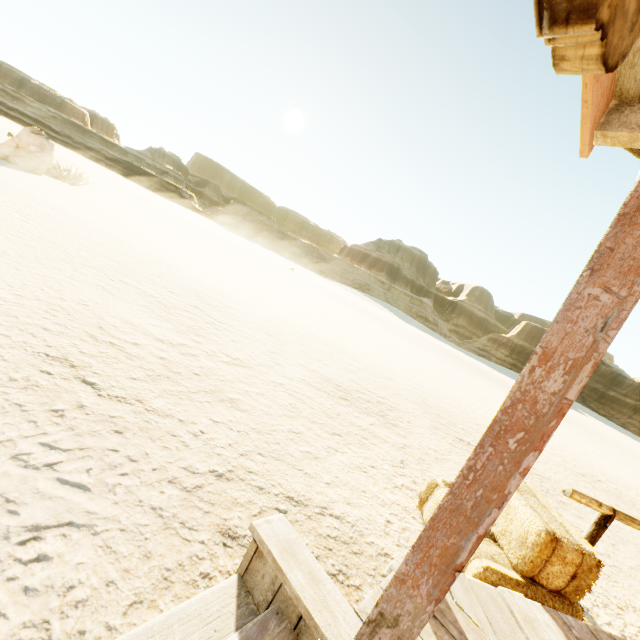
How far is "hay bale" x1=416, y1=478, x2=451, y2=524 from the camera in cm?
321

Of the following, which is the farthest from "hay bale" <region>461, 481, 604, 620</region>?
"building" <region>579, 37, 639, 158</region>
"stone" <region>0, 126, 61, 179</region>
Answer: "stone" <region>0, 126, 61, 179</region>

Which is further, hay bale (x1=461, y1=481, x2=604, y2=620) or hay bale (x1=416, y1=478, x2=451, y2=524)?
hay bale (x1=416, y1=478, x2=451, y2=524)

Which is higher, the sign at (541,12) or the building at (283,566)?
the sign at (541,12)

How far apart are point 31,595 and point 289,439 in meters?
2.4 m

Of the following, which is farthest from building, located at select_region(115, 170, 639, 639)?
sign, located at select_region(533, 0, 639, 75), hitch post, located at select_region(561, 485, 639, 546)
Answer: hitch post, located at select_region(561, 485, 639, 546)

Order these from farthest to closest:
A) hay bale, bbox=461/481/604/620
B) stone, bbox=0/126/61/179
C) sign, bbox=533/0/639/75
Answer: stone, bbox=0/126/61/179 → hay bale, bbox=461/481/604/620 → sign, bbox=533/0/639/75

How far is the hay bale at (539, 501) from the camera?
2.4 meters
